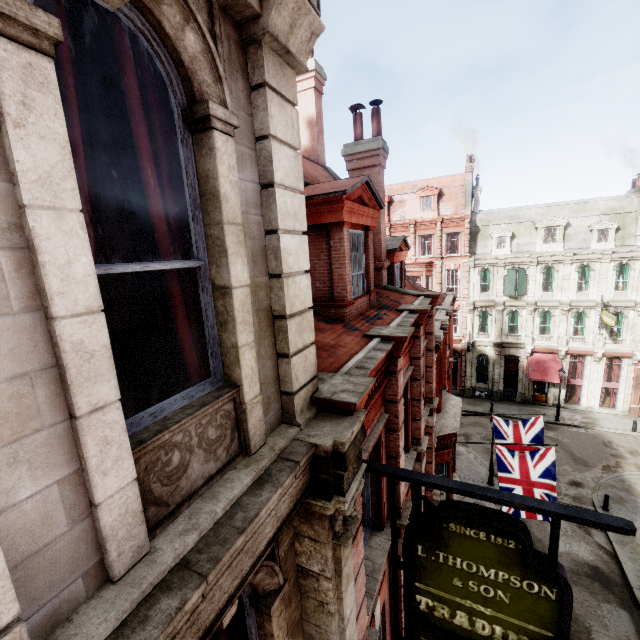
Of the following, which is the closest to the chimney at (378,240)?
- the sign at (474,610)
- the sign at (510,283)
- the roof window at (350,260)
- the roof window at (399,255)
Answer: the roof window at (399,255)

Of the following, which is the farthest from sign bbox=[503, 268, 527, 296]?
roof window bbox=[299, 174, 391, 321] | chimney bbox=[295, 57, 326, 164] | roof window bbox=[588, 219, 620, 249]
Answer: roof window bbox=[299, 174, 391, 321]

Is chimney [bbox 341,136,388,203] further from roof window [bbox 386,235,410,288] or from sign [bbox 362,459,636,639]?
sign [bbox 362,459,636,639]

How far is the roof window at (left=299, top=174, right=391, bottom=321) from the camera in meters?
5.8 m

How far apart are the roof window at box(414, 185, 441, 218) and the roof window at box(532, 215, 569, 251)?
8.4m

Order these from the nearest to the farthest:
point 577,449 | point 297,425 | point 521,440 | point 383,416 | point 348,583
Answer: point 297,425 → point 348,583 → point 383,416 → point 521,440 → point 577,449

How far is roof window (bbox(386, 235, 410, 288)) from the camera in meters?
11.5

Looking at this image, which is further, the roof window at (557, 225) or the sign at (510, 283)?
the sign at (510, 283)
